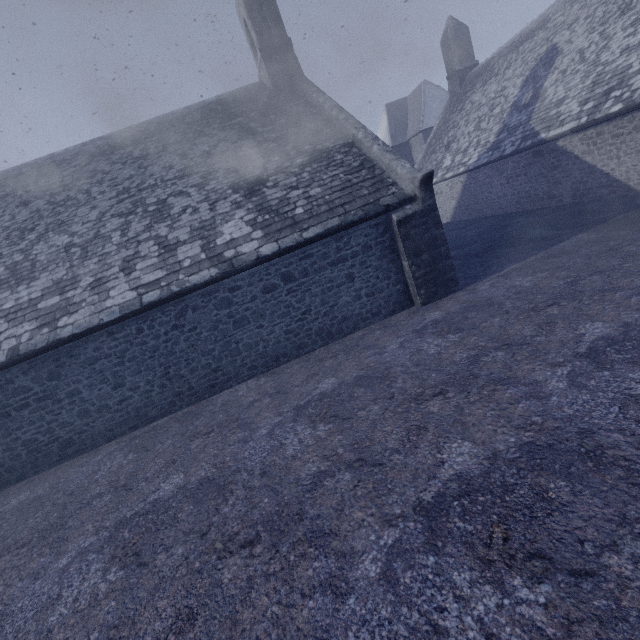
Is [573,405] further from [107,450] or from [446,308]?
[107,450]
